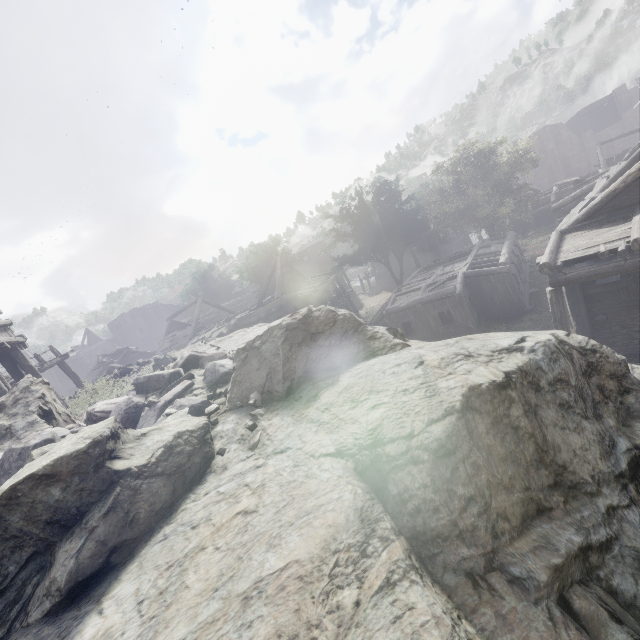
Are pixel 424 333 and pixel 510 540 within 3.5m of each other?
no

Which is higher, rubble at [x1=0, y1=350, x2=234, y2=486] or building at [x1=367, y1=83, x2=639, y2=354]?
rubble at [x1=0, y1=350, x2=234, y2=486]

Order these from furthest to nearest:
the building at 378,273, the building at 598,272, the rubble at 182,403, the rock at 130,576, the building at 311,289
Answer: the building at 378,273
the building at 311,289
the building at 598,272
the rubble at 182,403
the rock at 130,576

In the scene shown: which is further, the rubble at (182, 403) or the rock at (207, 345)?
the rock at (207, 345)

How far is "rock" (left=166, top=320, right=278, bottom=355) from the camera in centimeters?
729cm

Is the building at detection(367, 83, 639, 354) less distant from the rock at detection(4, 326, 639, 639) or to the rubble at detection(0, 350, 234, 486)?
the rock at detection(4, 326, 639, 639)

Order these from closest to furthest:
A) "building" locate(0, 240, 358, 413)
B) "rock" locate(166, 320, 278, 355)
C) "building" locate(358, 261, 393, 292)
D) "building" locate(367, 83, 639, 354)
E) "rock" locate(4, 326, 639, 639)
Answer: "rock" locate(4, 326, 639, 639), "rock" locate(166, 320, 278, 355), "building" locate(367, 83, 639, 354), "building" locate(0, 240, 358, 413), "building" locate(358, 261, 393, 292)

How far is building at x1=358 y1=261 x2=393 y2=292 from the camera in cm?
4345
